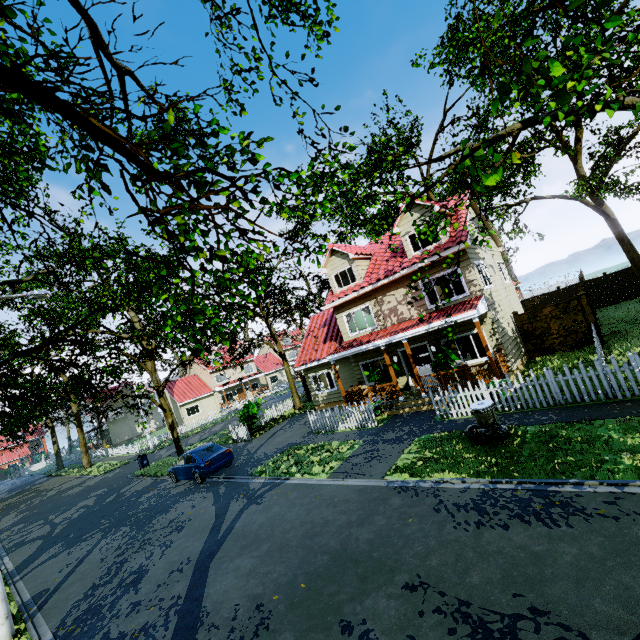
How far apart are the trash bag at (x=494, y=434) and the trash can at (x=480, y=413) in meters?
0.0 m

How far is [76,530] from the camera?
14.5 meters

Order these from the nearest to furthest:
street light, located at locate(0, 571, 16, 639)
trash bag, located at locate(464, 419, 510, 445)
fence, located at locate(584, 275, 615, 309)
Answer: street light, located at locate(0, 571, 16, 639)
trash bag, located at locate(464, 419, 510, 445)
fence, located at locate(584, 275, 615, 309)

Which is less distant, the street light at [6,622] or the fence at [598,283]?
the street light at [6,622]

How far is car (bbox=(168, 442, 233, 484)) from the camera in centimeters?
1486cm

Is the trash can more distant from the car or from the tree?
the car

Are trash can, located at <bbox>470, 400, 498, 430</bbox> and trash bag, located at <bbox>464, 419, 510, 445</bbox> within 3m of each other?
yes

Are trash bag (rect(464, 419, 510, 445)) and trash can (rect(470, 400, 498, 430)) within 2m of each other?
yes
